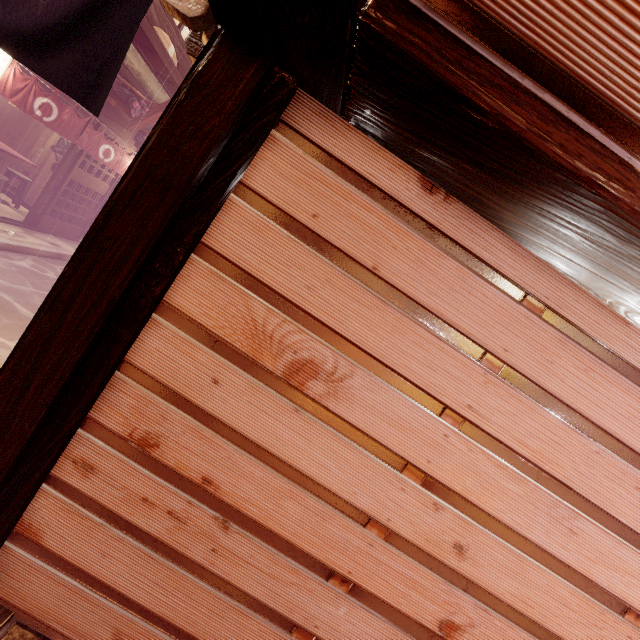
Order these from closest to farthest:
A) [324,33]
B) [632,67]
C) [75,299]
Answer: [632,67] → [324,33] → [75,299]

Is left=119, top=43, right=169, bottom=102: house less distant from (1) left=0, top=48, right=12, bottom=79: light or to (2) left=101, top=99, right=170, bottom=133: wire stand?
(2) left=101, top=99, right=170, bottom=133: wire stand

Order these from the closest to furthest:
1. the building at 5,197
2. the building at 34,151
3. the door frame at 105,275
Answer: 1. the door frame at 105,275
2. the building at 5,197
3. the building at 34,151

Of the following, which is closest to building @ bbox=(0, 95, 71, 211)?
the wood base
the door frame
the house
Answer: the house

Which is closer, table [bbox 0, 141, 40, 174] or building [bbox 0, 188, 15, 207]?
table [bbox 0, 141, 40, 174]

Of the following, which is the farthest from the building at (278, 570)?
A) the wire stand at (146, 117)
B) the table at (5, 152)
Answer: the table at (5, 152)

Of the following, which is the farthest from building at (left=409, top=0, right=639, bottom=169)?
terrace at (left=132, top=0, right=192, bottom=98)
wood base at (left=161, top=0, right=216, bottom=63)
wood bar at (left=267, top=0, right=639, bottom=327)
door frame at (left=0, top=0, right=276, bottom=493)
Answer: terrace at (left=132, top=0, right=192, bottom=98)

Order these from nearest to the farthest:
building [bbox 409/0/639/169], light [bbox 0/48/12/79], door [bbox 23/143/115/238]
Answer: building [bbox 409/0/639/169], light [bbox 0/48/12/79], door [bbox 23/143/115/238]
